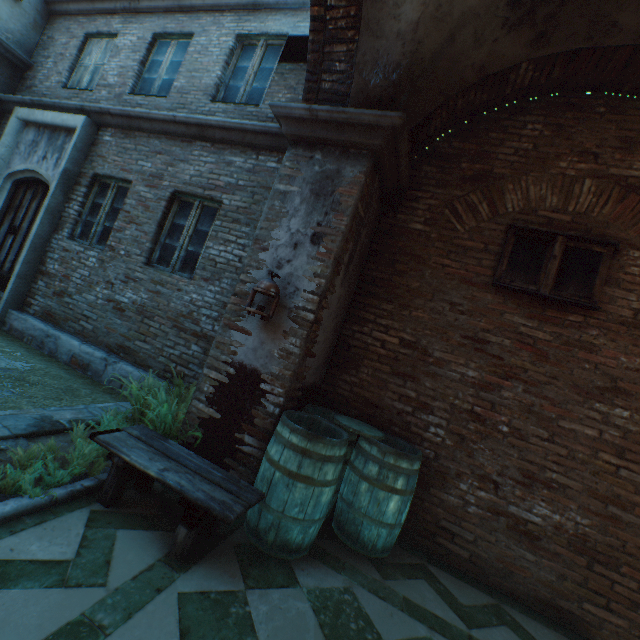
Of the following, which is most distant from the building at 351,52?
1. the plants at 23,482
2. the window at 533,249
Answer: the plants at 23,482

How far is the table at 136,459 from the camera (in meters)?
2.15

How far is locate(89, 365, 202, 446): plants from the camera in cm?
309

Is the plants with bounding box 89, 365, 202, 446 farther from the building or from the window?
the window

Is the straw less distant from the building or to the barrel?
the building

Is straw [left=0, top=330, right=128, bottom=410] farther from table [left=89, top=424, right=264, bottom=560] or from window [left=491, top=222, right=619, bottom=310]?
window [left=491, top=222, right=619, bottom=310]

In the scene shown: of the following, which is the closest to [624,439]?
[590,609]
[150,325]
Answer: [590,609]

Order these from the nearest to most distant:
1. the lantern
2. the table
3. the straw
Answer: the table < the lantern < the straw
